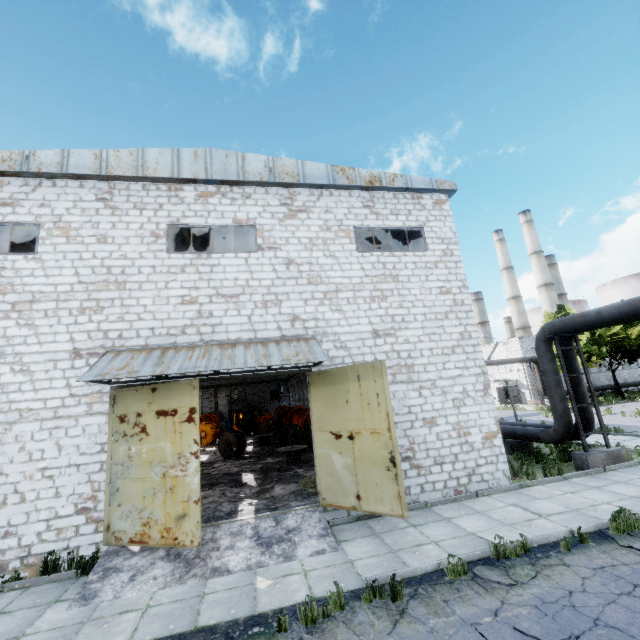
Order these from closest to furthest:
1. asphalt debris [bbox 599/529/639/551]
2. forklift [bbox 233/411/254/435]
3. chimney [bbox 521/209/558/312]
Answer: asphalt debris [bbox 599/529/639/551] → forklift [bbox 233/411/254/435] → chimney [bbox 521/209/558/312]

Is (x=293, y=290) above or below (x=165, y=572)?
above

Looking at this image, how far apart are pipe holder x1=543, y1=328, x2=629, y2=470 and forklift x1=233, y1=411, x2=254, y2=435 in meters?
26.5 m

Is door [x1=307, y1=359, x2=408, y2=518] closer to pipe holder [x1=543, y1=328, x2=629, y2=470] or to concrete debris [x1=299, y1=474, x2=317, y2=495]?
concrete debris [x1=299, y1=474, x2=317, y2=495]

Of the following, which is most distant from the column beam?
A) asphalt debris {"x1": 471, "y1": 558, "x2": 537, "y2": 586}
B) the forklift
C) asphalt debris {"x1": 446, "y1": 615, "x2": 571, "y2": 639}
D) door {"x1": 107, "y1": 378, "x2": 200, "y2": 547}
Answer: the forklift

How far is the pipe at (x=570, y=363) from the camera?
12.5 meters

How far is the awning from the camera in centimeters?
797cm

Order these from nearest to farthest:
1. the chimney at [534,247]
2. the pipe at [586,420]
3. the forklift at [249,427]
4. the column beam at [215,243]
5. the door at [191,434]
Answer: the door at [191,434] < the pipe at [586,420] < the column beam at [215,243] < the forklift at [249,427] < the chimney at [534,247]
